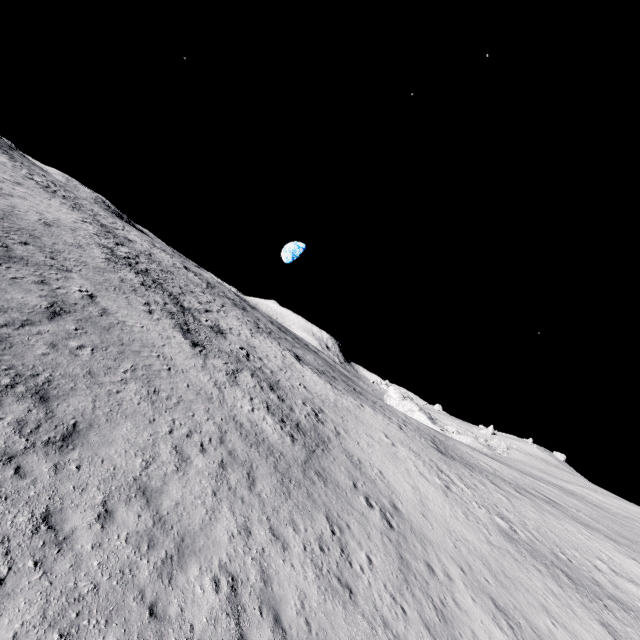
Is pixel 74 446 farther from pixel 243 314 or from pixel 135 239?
pixel 135 239
